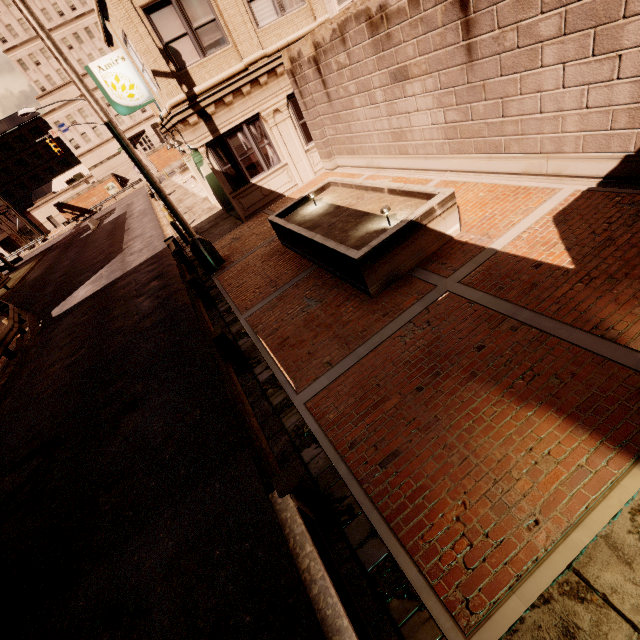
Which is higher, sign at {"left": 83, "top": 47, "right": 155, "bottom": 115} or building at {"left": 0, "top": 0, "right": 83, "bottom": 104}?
building at {"left": 0, "top": 0, "right": 83, "bottom": 104}

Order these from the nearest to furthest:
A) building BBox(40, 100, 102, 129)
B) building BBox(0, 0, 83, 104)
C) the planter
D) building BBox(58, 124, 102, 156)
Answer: the planter, building BBox(0, 0, 83, 104), building BBox(40, 100, 102, 129), building BBox(58, 124, 102, 156)

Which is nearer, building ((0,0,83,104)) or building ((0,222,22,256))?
building ((0,0,83,104))

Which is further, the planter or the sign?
the sign

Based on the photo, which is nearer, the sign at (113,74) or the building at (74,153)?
the sign at (113,74)

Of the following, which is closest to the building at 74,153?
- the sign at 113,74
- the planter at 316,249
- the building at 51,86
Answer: the building at 51,86

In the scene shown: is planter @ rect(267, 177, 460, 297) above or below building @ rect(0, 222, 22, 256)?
below

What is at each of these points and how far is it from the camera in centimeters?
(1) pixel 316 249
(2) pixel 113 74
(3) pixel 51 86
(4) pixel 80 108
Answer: (1) planter, 762cm
(2) sign, 1249cm
(3) building, 5619cm
(4) building, 5769cm
